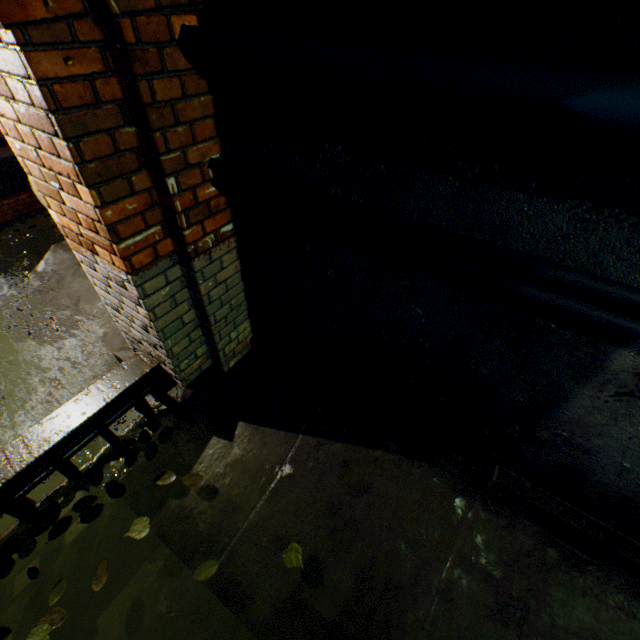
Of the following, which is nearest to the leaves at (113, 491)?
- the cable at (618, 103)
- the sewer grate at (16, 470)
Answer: the sewer grate at (16, 470)

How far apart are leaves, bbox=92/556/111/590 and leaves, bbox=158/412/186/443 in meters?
0.3

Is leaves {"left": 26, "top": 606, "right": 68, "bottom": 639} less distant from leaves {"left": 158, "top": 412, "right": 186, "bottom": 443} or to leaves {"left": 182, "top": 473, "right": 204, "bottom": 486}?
leaves {"left": 158, "top": 412, "right": 186, "bottom": 443}

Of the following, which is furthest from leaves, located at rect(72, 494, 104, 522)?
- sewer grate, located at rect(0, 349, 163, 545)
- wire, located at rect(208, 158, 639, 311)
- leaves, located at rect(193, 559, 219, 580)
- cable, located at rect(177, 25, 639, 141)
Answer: cable, located at rect(177, 25, 639, 141)

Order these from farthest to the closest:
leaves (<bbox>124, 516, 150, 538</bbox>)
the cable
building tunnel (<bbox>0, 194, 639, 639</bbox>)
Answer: leaves (<bbox>124, 516, 150, 538</bbox>)
building tunnel (<bbox>0, 194, 639, 639</bbox>)
the cable

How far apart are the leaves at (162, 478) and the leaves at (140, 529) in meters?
0.3

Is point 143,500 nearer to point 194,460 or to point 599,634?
point 194,460

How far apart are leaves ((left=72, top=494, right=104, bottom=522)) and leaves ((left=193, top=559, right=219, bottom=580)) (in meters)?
0.81
